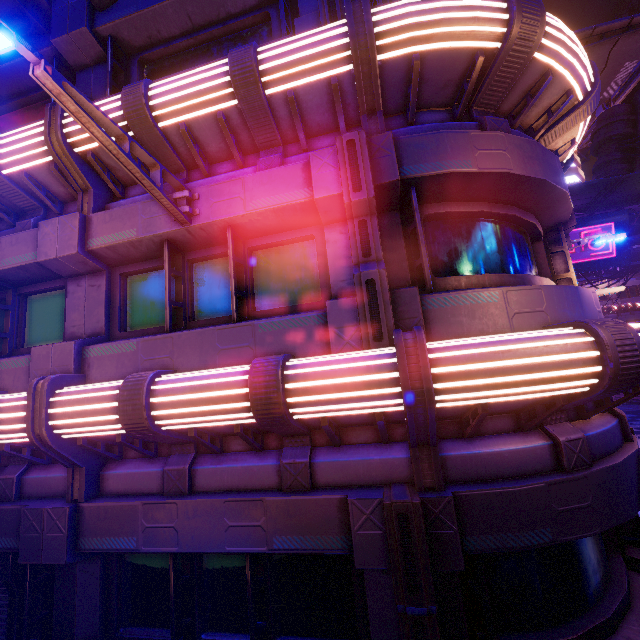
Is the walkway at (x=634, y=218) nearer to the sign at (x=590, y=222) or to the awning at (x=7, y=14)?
the sign at (x=590, y=222)

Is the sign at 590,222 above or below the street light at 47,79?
above

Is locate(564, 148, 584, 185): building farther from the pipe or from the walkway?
the walkway

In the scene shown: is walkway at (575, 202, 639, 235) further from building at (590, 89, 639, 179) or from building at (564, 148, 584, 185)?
building at (564, 148, 584, 185)

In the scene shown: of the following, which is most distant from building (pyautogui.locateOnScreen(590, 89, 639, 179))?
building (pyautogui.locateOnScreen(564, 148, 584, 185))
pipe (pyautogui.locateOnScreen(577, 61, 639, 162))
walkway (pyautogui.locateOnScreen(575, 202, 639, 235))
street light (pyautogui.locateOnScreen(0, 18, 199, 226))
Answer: street light (pyautogui.locateOnScreen(0, 18, 199, 226))

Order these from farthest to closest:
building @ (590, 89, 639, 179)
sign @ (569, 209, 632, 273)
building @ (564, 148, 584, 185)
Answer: building @ (564, 148, 584, 185)
building @ (590, 89, 639, 179)
sign @ (569, 209, 632, 273)

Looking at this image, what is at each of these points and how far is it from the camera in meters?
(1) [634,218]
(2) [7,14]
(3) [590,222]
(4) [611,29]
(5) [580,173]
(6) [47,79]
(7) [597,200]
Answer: (1) walkway, 25.6
(2) awning, 6.6
(3) sign, 25.2
(4) awning, 8.4
(5) building, 49.6
(6) street light, 3.1
(7) awning, 23.8

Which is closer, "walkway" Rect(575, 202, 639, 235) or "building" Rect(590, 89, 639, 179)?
"walkway" Rect(575, 202, 639, 235)
